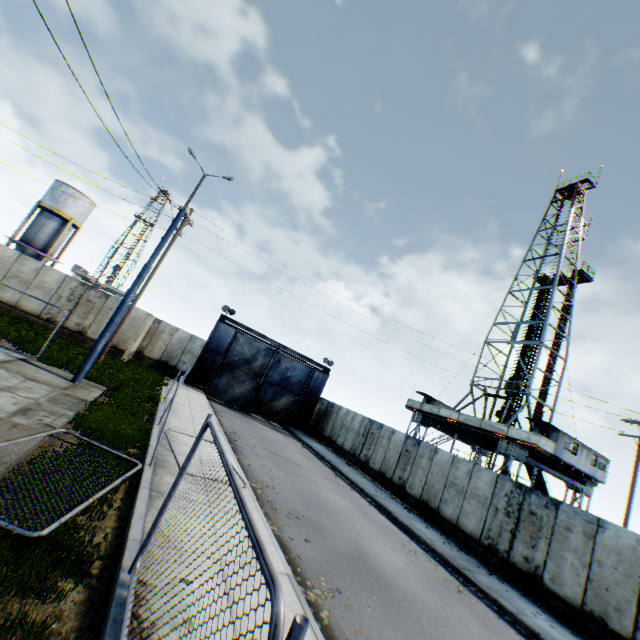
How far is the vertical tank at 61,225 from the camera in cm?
3269

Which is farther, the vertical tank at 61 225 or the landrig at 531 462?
the vertical tank at 61 225

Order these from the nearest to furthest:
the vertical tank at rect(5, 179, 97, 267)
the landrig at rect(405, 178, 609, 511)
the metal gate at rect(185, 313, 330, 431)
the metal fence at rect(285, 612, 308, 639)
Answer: the metal fence at rect(285, 612, 308, 639)
the landrig at rect(405, 178, 609, 511)
the metal gate at rect(185, 313, 330, 431)
the vertical tank at rect(5, 179, 97, 267)

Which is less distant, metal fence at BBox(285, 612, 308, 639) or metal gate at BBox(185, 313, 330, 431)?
metal fence at BBox(285, 612, 308, 639)

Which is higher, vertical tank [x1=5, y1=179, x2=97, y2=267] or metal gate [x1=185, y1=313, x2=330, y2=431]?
vertical tank [x1=5, y1=179, x2=97, y2=267]

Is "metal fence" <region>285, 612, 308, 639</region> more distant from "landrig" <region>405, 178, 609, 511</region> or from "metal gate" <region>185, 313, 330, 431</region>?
"landrig" <region>405, 178, 609, 511</region>

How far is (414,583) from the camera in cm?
847

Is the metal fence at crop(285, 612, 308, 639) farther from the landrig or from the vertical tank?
the vertical tank
